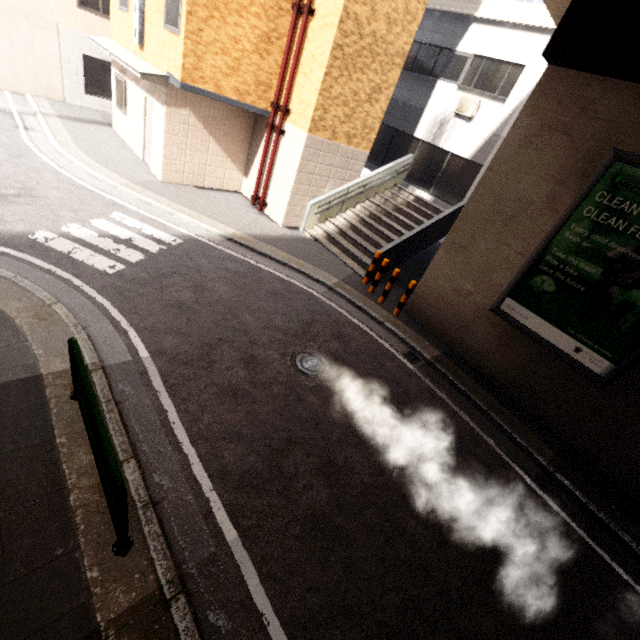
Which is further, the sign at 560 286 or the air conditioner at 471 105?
the air conditioner at 471 105

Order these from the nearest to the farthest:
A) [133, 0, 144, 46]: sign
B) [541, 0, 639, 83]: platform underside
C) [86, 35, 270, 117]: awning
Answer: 1. [541, 0, 639, 83]: platform underside
2. [86, 35, 270, 117]: awning
3. [133, 0, 144, 46]: sign

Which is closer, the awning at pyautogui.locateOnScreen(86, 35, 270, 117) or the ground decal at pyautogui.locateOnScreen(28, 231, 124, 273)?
the ground decal at pyautogui.locateOnScreen(28, 231, 124, 273)

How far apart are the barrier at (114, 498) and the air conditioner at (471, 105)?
13.9m

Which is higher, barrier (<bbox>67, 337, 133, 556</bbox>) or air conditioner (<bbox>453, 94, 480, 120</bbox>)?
air conditioner (<bbox>453, 94, 480, 120</bbox>)

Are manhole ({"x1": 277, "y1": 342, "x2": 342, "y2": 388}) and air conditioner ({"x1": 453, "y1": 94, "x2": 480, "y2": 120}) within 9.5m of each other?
no

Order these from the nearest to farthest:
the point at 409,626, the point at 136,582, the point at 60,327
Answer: the point at 136,582
the point at 409,626
the point at 60,327

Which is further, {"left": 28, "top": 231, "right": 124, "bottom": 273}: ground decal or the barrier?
{"left": 28, "top": 231, "right": 124, "bottom": 273}: ground decal
